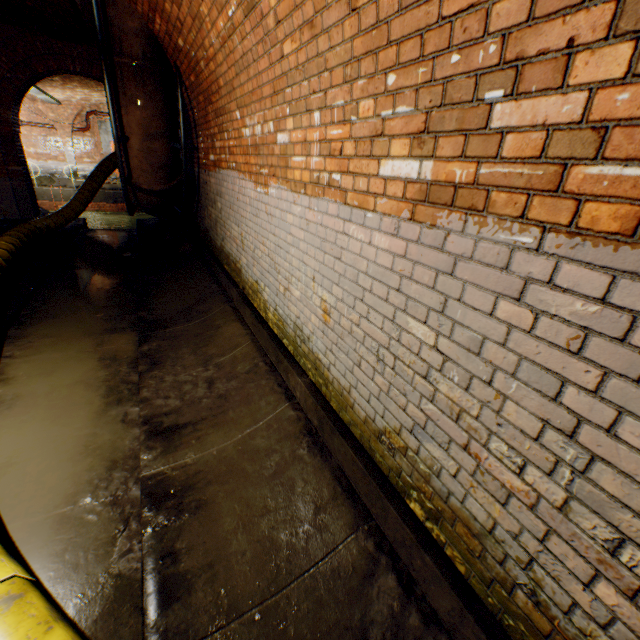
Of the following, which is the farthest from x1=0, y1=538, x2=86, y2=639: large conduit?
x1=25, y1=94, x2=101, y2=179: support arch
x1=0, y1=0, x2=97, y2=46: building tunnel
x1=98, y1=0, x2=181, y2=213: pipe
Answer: x1=25, y1=94, x2=101, y2=179: support arch

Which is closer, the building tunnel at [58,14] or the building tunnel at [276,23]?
the building tunnel at [276,23]

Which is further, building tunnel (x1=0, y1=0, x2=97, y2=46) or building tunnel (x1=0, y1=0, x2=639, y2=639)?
building tunnel (x1=0, y1=0, x2=97, y2=46)

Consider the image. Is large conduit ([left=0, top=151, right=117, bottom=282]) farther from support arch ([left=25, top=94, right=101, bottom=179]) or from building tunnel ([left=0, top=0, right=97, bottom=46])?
support arch ([left=25, top=94, right=101, bottom=179])

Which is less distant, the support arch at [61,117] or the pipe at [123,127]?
the pipe at [123,127]

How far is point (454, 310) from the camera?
1.4m

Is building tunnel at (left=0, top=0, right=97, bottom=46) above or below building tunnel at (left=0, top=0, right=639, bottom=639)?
above

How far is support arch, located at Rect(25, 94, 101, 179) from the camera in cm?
1775
